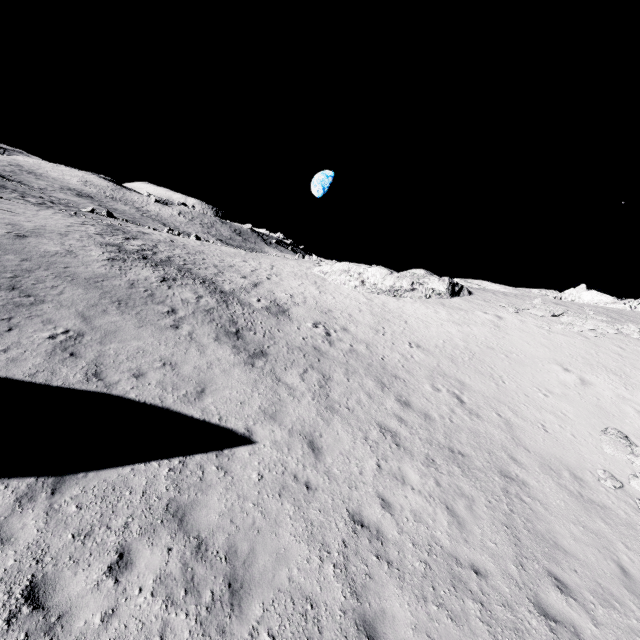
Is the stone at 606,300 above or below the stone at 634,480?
above

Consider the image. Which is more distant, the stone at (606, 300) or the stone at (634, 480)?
the stone at (606, 300)

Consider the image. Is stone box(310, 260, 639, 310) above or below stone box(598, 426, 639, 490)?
above

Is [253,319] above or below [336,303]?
below

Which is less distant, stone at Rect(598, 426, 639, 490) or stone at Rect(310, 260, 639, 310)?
stone at Rect(598, 426, 639, 490)
